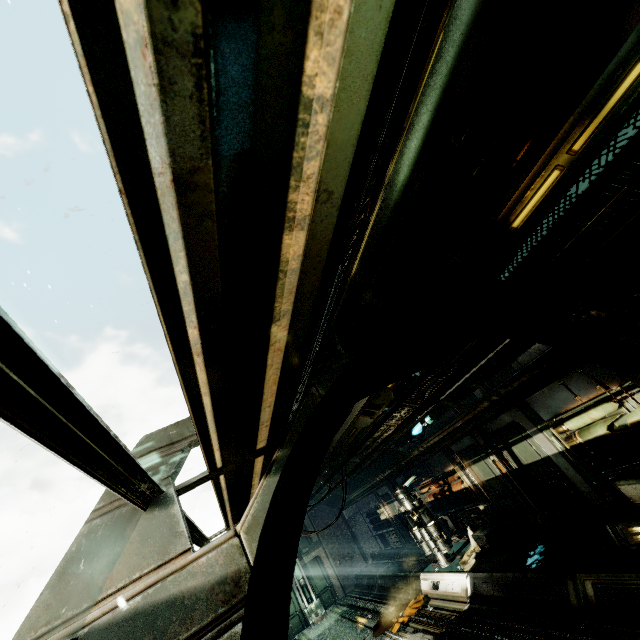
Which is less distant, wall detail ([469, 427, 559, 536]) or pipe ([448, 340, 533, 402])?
pipe ([448, 340, 533, 402])

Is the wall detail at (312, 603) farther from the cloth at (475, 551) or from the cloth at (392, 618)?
the cloth at (475, 551)

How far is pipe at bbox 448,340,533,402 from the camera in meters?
6.3

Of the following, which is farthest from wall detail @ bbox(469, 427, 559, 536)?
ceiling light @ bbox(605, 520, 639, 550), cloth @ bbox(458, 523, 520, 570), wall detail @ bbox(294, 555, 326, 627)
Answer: wall detail @ bbox(294, 555, 326, 627)

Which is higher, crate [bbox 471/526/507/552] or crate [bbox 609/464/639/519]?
crate [bbox 609/464/639/519]

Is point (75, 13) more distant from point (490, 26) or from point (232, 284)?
point (490, 26)

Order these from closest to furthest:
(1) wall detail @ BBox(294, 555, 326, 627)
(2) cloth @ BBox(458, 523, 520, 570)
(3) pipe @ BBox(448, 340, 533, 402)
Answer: (3) pipe @ BBox(448, 340, 533, 402)
(2) cloth @ BBox(458, 523, 520, 570)
(1) wall detail @ BBox(294, 555, 326, 627)

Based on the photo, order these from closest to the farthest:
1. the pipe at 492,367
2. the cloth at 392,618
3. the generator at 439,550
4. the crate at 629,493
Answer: the crate at 629,493 < the pipe at 492,367 < the cloth at 392,618 < the generator at 439,550
